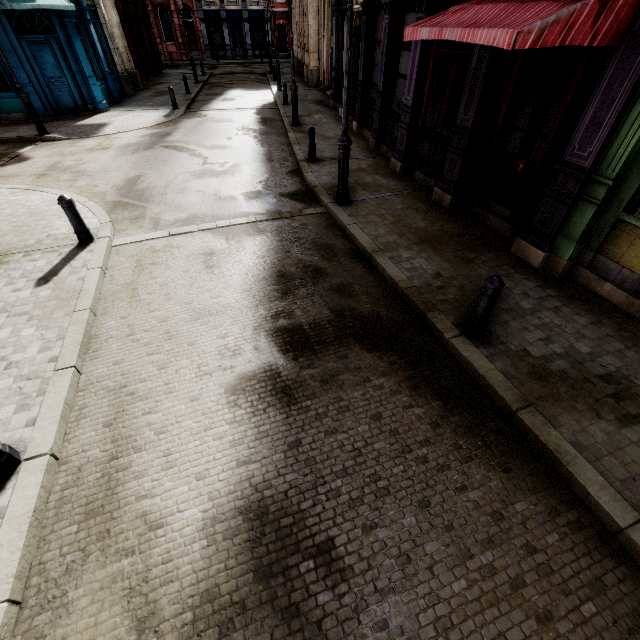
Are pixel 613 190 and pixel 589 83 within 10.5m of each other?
yes

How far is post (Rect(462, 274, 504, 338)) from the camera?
4.00m

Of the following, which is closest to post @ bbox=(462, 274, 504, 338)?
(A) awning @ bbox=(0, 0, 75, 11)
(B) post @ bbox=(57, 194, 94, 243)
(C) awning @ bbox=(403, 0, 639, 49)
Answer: (C) awning @ bbox=(403, 0, 639, 49)

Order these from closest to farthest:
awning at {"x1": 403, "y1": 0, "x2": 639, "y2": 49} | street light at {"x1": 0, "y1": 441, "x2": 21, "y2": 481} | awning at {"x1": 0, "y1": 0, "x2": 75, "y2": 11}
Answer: street light at {"x1": 0, "y1": 441, "x2": 21, "y2": 481} < awning at {"x1": 403, "y1": 0, "x2": 639, "y2": 49} < awning at {"x1": 0, "y1": 0, "x2": 75, "y2": 11}

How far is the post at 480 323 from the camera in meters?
4.0 m

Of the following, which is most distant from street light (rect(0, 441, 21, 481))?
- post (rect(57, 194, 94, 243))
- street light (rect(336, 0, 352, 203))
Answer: street light (rect(336, 0, 352, 203))

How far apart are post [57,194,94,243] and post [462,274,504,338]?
7.3 meters

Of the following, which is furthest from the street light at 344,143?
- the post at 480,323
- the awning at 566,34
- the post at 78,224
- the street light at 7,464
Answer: the street light at 7,464
